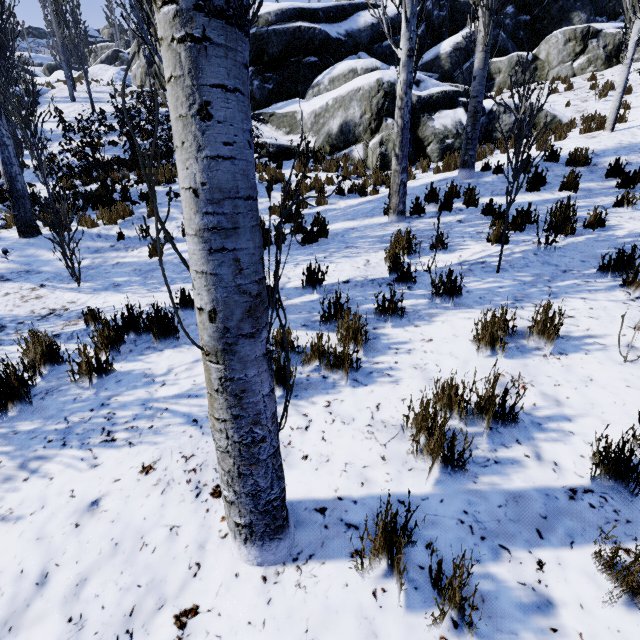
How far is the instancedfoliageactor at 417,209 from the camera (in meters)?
6.09

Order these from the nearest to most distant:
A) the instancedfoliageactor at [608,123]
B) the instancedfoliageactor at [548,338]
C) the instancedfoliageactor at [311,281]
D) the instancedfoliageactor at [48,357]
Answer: the instancedfoliageactor at [48,357]
the instancedfoliageactor at [548,338]
the instancedfoliageactor at [311,281]
the instancedfoliageactor at [608,123]

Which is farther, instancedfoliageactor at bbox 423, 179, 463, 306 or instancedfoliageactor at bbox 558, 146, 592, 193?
instancedfoliageactor at bbox 558, 146, 592, 193

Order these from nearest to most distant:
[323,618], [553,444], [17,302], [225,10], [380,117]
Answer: [225,10] < [323,618] < [553,444] < [17,302] < [380,117]

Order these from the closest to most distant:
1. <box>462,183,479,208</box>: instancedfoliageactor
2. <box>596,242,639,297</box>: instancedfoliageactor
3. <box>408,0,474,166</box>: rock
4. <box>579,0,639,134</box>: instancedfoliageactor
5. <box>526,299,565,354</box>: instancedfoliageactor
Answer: <box>526,299,565,354</box>: instancedfoliageactor → <box>596,242,639,297</box>: instancedfoliageactor → <box>462,183,479,208</box>: instancedfoliageactor → <box>579,0,639,134</box>: instancedfoliageactor → <box>408,0,474,166</box>: rock

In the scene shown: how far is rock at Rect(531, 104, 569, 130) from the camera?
11.1 meters

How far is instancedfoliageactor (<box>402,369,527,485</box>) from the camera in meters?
1.9
